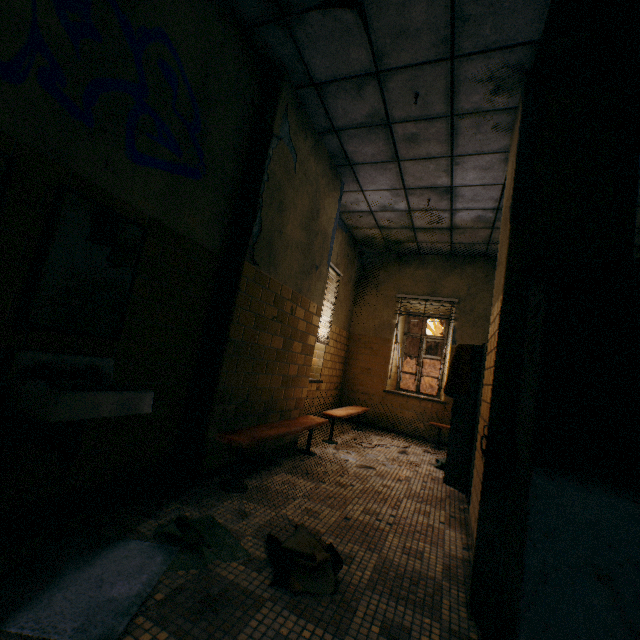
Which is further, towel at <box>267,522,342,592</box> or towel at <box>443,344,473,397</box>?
towel at <box>443,344,473,397</box>

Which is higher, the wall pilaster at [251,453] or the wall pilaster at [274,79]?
the wall pilaster at [274,79]

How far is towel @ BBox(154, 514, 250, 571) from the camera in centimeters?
176cm

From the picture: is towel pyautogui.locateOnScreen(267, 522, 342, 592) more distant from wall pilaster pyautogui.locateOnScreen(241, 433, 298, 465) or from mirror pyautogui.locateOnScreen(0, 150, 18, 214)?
mirror pyautogui.locateOnScreen(0, 150, 18, 214)

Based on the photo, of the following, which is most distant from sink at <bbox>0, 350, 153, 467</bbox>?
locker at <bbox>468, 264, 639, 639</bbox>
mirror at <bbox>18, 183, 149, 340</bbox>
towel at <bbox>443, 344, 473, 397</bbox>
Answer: towel at <bbox>443, 344, 473, 397</bbox>

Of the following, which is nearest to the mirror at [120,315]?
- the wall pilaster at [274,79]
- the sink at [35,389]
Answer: the sink at [35,389]

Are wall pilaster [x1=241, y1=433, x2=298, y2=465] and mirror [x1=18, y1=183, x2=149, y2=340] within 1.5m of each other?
yes

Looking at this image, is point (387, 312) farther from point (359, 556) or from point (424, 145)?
point (359, 556)
